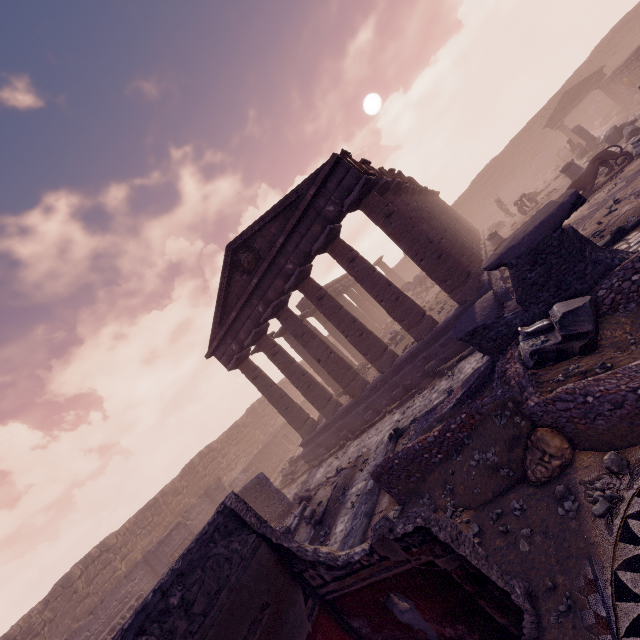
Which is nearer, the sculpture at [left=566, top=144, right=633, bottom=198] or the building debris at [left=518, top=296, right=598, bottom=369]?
the building debris at [left=518, top=296, right=598, bottom=369]

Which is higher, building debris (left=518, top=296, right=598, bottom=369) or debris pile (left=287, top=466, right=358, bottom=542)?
building debris (left=518, top=296, right=598, bottom=369)

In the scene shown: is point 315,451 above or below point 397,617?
below

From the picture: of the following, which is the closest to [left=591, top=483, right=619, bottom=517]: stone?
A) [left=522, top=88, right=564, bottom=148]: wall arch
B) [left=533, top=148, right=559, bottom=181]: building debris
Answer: [left=533, top=148, right=559, bottom=181]: building debris

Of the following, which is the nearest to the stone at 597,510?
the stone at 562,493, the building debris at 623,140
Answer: the stone at 562,493

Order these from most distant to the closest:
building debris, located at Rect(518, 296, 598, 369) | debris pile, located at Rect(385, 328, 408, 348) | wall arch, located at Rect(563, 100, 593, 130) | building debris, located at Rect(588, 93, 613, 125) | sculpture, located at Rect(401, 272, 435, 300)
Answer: wall arch, located at Rect(563, 100, 593, 130) → building debris, located at Rect(588, 93, 613, 125) → sculpture, located at Rect(401, 272, 435, 300) → debris pile, located at Rect(385, 328, 408, 348) → building debris, located at Rect(518, 296, 598, 369)

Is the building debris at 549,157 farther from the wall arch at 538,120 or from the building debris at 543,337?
the building debris at 543,337

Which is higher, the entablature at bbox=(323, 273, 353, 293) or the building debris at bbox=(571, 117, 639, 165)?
the entablature at bbox=(323, 273, 353, 293)
